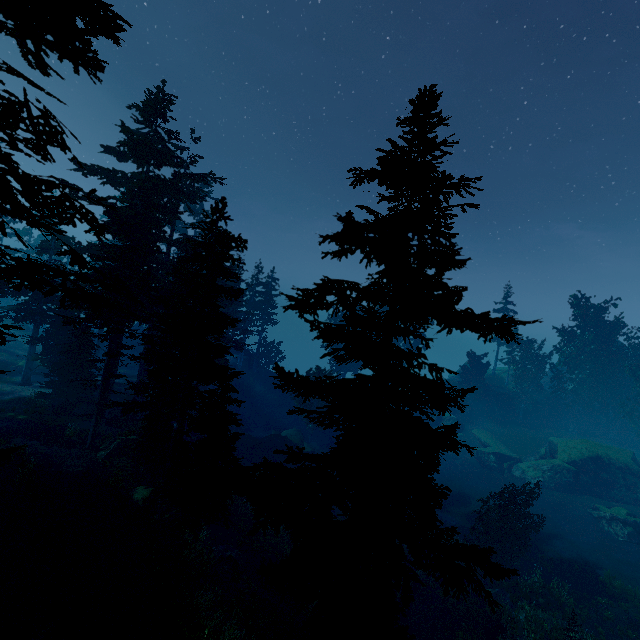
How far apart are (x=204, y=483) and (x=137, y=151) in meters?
24.4 m

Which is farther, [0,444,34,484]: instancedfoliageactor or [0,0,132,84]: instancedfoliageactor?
[0,444,34,484]: instancedfoliageactor

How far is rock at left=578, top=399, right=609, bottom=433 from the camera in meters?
46.9

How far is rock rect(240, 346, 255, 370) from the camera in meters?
51.5

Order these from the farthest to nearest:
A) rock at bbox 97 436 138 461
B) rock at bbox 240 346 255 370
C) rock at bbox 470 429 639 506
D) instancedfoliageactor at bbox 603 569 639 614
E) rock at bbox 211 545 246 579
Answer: rock at bbox 240 346 255 370 → rock at bbox 470 429 639 506 → instancedfoliageactor at bbox 603 569 639 614 → rock at bbox 97 436 138 461 → rock at bbox 211 545 246 579

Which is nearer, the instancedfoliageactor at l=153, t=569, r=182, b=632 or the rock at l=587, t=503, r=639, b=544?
the instancedfoliageactor at l=153, t=569, r=182, b=632

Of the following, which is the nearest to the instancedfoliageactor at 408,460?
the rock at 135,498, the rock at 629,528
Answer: the rock at 135,498

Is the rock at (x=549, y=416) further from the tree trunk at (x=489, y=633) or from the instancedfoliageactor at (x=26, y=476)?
the tree trunk at (x=489, y=633)
